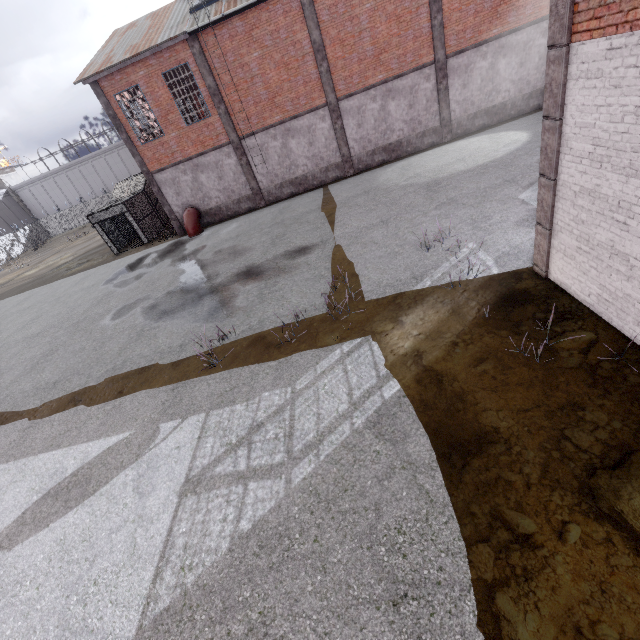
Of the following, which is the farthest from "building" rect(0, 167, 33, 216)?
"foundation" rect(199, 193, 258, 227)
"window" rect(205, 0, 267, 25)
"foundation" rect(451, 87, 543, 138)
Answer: "foundation" rect(451, 87, 543, 138)

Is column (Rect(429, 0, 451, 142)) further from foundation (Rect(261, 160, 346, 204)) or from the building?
the building

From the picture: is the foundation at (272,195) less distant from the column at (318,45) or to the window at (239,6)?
the column at (318,45)

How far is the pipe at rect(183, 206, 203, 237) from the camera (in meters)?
20.25

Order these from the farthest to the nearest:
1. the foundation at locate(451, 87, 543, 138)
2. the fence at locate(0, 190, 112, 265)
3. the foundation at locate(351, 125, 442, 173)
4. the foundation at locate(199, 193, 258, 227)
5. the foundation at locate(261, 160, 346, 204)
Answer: the fence at locate(0, 190, 112, 265) → the foundation at locate(199, 193, 258, 227) → the foundation at locate(261, 160, 346, 204) → the foundation at locate(351, 125, 442, 173) → the foundation at locate(451, 87, 543, 138)

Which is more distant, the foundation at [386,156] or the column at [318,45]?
the foundation at [386,156]

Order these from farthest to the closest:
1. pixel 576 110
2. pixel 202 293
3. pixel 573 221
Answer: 1. pixel 202 293
2. pixel 573 221
3. pixel 576 110

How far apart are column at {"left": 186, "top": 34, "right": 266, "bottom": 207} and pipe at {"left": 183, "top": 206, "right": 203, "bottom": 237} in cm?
368
